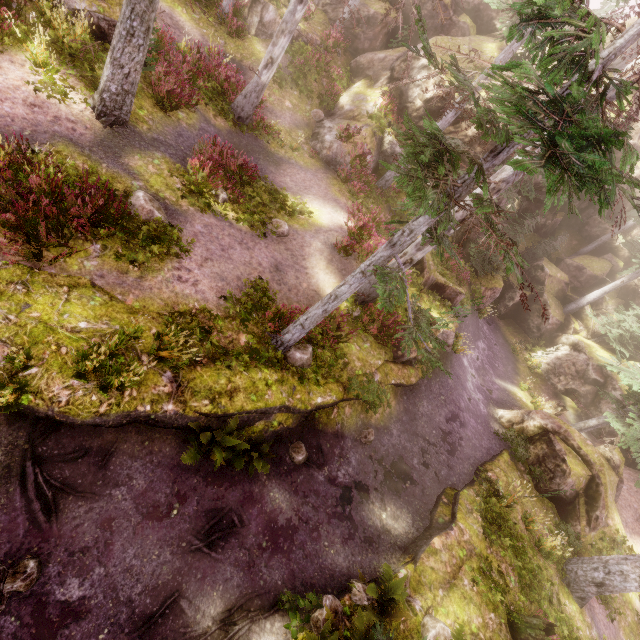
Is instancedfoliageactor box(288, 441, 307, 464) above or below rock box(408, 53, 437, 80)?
below

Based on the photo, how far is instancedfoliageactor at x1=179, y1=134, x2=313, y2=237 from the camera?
10.4 meters

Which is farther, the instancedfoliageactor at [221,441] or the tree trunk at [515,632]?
the tree trunk at [515,632]

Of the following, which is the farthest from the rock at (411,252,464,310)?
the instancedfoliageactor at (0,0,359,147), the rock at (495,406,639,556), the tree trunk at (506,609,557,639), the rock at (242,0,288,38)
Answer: the tree trunk at (506,609,557,639)

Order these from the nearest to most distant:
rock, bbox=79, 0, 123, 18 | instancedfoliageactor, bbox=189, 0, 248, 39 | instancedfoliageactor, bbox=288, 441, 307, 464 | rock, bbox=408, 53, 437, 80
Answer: instancedfoliageactor, bbox=288, 441, 307, 464
rock, bbox=79, 0, 123, 18
instancedfoliageactor, bbox=189, 0, 248, 39
rock, bbox=408, 53, 437, 80

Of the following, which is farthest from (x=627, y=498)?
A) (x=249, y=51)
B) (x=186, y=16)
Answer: (x=186, y=16)

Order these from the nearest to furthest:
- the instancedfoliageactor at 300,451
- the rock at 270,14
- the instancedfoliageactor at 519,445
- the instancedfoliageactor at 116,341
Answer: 1. the instancedfoliageactor at 116,341
2. the instancedfoliageactor at 300,451
3. the instancedfoliageactor at 519,445
4. the rock at 270,14
